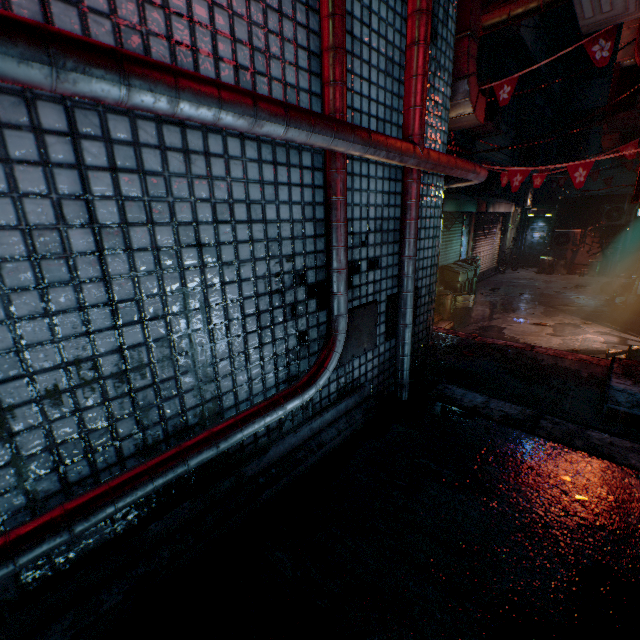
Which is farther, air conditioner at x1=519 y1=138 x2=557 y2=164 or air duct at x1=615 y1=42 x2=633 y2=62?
air conditioner at x1=519 y1=138 x2=557 y2=164

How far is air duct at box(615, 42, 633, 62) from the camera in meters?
6.5 m

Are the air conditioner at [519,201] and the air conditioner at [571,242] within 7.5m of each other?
yes

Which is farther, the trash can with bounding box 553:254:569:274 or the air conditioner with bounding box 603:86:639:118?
the trash can with bounding box 553:254:569:274

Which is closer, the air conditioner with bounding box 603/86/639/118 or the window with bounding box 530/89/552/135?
the air conditioner with bounding box 603/86/639/118

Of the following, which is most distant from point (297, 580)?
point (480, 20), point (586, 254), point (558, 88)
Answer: point (558, 88)

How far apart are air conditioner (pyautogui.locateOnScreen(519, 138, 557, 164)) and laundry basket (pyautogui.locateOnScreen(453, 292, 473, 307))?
4.2m

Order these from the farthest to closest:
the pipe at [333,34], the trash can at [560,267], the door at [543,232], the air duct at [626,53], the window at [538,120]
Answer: the door at [543,232]
the trash can at [560,267]
the window at [538,120]
the air duct at [626,53]
the pipe at [333,34]
